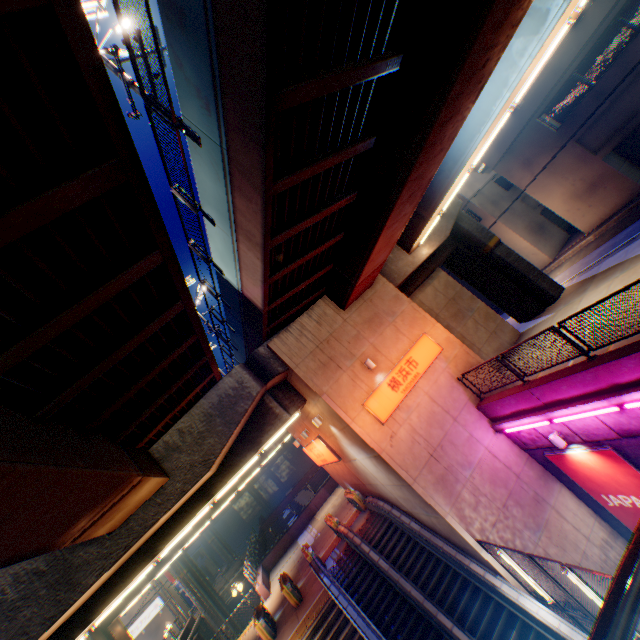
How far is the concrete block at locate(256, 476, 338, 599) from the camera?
21.45m

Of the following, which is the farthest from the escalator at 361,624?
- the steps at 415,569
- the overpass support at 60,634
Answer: the overpass support at 60,634

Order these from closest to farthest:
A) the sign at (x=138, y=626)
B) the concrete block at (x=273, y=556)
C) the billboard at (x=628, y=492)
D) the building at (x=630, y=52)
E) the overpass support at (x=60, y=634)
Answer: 1. the overpass support at (x=60, y=634)
2. the billboard at (x=628, y=492)
3. the building at (x=630, y=52)
4. the concrete block at (x=273, y=556)
5. the sign at (x=138, y=626)

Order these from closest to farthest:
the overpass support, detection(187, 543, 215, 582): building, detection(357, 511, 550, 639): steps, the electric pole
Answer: the overpass support, the electric pole, detection(357, 511, 550, 639): steps, detection(187, 543, 215, 582): building

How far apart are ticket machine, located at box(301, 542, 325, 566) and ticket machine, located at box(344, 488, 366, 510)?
3.2m

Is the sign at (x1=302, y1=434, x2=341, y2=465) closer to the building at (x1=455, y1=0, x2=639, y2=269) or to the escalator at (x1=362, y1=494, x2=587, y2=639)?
the escalator at (x1=362, y1=494, x2=587, y2=639)

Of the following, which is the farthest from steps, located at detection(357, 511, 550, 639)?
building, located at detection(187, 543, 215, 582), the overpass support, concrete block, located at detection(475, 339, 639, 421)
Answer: building, located at detection(187, 543, 215, 582)

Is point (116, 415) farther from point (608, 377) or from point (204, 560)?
point (204, 560)
